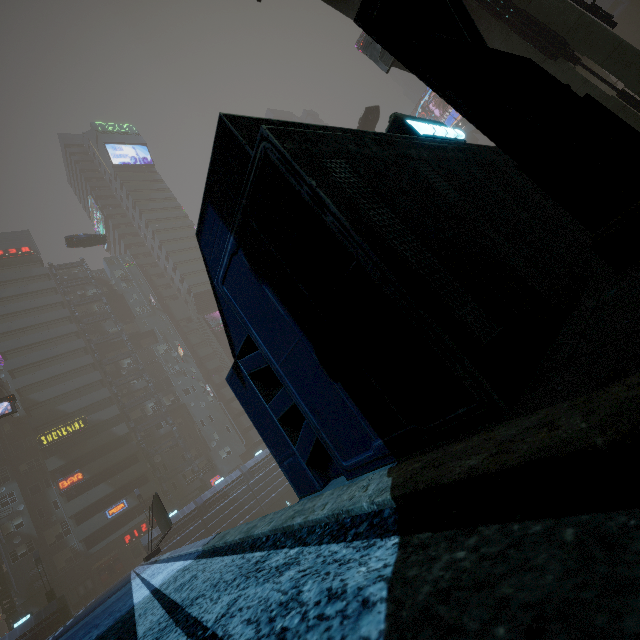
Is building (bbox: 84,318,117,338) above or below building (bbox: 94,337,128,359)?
above

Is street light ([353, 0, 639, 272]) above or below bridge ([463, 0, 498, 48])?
below

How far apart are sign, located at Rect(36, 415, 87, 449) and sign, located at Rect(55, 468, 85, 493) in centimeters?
428cm

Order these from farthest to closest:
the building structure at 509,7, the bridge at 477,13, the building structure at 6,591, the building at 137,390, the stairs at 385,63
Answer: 1. the building at 137,390
2. the building structure at 6,591
3. the bridge at 477,13
4. the stairs at 385,63
5. the building structure at 509,7

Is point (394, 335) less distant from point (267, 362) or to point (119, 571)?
point (267, 362)

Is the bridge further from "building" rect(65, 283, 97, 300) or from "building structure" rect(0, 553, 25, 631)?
"building structure" rect(0, 553, 25, 631)

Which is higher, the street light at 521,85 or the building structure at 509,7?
the building structure at 509,7

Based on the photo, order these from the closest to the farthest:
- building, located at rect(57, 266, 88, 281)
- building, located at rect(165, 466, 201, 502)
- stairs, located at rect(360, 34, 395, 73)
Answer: stairs, located at rect(360, 34, 395, 73), building, located at rect(165, 466, 201, 502), building, located at rect(57, 266, 88, 281)
